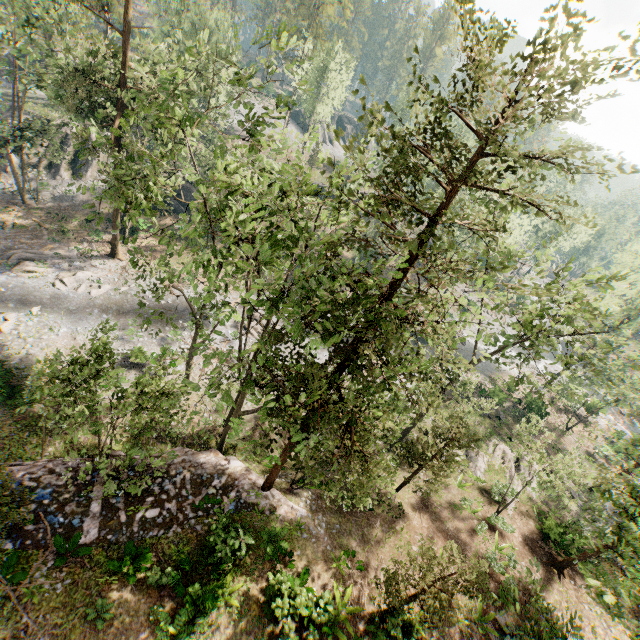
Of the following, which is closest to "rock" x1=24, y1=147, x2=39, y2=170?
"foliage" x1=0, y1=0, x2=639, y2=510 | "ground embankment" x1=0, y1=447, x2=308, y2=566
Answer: "foliage" x1=0, y1=0, x2=639, y2=510

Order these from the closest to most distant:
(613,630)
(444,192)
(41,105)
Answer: (613,630) → (444,192) → (41,105)

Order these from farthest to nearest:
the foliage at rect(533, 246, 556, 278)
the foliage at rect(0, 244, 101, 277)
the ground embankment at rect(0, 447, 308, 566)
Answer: the foliage at rect(0, 244, 101, 277) < the foliage at rect(533, 246, 556, 278) < the ground embankment at rect(0, 447, 308, 566)

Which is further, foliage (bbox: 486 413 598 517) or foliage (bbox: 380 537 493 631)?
foliage (bbox: 486 413 598 517)

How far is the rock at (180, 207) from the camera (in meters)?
39.75

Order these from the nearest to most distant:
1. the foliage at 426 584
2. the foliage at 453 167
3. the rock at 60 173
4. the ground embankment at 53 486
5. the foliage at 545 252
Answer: the foliage at 453 167
the foliage at 426 584
the ground embankment at 53 486
the foliage at 545 252
the rock at 60 173

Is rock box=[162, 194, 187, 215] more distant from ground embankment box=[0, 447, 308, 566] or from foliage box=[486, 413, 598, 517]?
ground embankment box=[0, 447, 308, 566]
